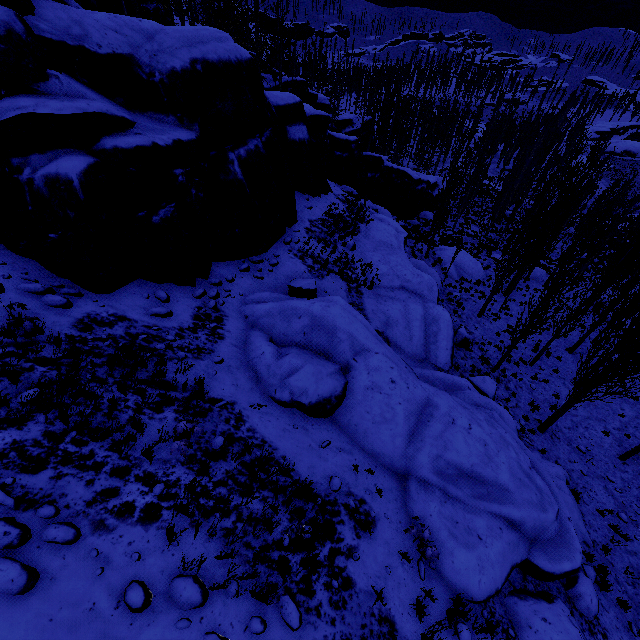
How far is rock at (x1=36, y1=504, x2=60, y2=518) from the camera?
4.34m

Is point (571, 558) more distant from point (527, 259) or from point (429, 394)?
point (527, 259)

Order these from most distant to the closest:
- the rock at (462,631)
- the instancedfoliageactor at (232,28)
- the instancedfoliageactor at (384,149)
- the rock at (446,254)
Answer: the instancedfoliageactor at (384,149)
the rock at (446,254)
the instancedfoliageactor at (232,28)
the rock at (462,631)

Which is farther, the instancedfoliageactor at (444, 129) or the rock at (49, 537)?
the instancedfoliageactor at (444, 129)

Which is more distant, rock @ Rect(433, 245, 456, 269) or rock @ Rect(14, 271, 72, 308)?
rock @ Rect(433, 245, 456, 269)

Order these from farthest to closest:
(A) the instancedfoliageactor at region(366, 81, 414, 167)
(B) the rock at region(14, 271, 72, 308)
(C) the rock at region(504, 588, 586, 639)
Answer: (A) the instancedfoliageactor at region(366, 81, 414, 167)
(B) the rock at region(14, 271, 72, 308)
(C) the rock at region(504, 588, 586, 639)
